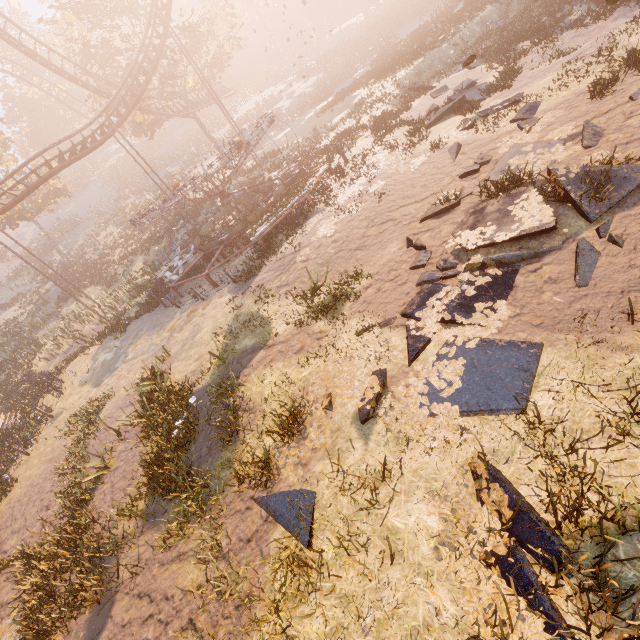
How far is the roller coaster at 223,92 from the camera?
39.8 meters

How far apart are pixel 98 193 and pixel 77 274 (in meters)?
29.32

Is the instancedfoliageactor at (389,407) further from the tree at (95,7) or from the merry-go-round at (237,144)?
the tree at (95,7)

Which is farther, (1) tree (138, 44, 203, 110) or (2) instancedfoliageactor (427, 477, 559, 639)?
(1) tree (138, 44, 203, 110)

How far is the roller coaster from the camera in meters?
39.8 m

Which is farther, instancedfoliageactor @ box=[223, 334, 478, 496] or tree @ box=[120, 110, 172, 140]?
tree @ box=[120, 110, 172, 140]

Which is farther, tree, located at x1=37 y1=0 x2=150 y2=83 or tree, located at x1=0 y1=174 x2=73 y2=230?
tree, located at x1=0 y1=174 x2=73 y2=230

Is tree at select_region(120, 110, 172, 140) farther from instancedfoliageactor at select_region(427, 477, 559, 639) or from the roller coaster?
instancedfoliageactor at select_region(427, 477, 559, 639)
